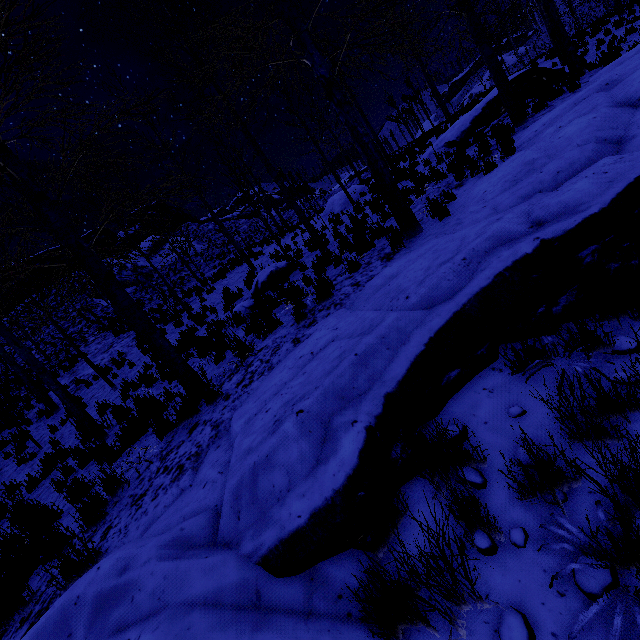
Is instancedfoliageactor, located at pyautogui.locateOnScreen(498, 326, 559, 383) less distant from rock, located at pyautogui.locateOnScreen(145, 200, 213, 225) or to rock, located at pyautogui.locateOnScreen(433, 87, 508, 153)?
rock, located at pyautogui.locateOnScreen(433, 87, 508, 153)

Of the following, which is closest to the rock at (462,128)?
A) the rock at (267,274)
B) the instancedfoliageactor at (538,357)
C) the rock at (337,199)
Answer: the rock at (337,199)

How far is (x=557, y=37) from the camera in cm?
1041

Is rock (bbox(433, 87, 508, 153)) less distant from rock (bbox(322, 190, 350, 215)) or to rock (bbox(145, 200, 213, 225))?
rock (bbox(322, 190, 350, 215))

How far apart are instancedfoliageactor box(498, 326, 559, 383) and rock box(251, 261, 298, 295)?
7.9 meters

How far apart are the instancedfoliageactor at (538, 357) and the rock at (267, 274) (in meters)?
7.88

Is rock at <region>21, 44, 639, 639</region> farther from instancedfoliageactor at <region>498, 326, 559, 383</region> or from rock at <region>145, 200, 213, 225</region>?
rock at <region>145, 200, 213, 225</region>

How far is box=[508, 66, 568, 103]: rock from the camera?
11.9m
